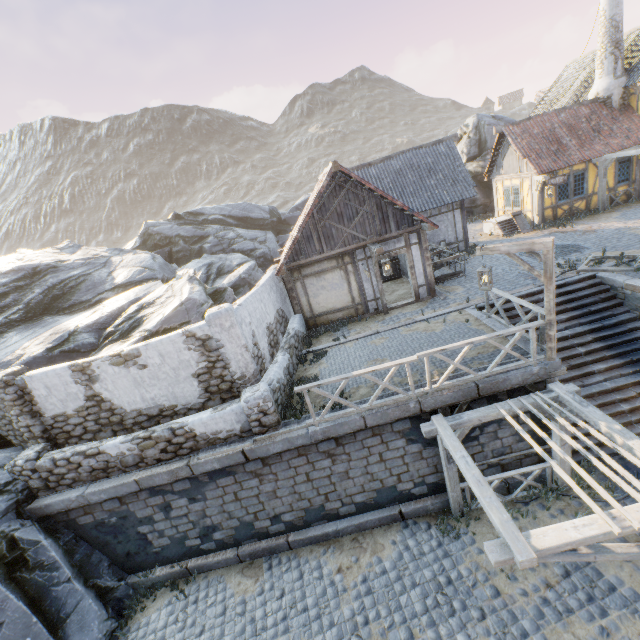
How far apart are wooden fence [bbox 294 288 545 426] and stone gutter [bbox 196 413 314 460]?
0.0m

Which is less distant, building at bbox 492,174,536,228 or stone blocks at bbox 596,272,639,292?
stone blocks at bbox 596,272,639,292

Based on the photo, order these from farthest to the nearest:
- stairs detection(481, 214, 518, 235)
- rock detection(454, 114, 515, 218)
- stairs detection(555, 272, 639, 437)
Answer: rock detection(454, 114, 515, 218), stairs detection(481, 214, 518, 235), stairs detection(555, 272, 639, 437)

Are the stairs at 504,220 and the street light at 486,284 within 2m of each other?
no

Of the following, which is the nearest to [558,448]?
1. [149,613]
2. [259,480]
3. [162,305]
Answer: [259,480]

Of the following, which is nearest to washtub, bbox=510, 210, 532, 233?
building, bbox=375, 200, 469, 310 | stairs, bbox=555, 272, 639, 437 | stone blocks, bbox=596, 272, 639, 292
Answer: stone blocks, bbox=596, 272, 639, 292

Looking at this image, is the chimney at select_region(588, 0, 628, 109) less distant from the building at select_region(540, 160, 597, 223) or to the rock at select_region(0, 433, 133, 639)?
the building at select_region(540, 160, 597, 223)

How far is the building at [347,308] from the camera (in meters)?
12.67
